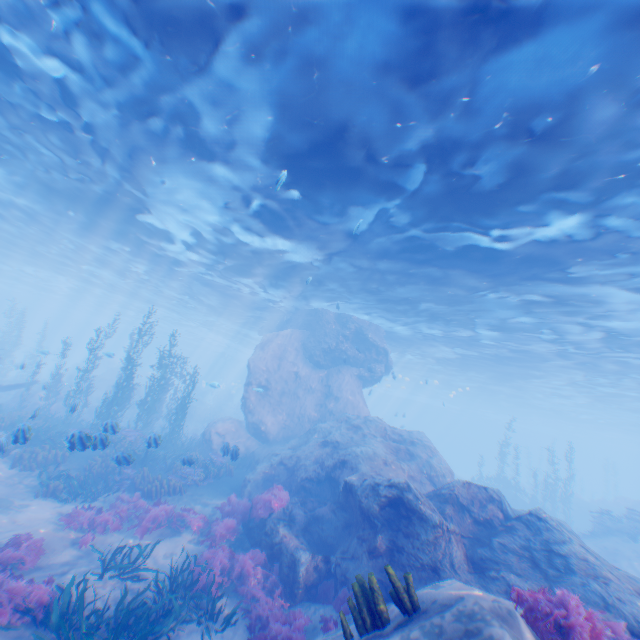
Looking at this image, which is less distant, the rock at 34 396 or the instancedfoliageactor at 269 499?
the instancedfoliageactor at 269 499

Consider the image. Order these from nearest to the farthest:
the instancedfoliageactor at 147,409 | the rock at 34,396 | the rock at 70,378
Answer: the instancedfoliageactor at 147,409 < the rock at 34,396 < the rock at 70,378

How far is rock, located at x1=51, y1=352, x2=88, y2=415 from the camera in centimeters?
2258cm

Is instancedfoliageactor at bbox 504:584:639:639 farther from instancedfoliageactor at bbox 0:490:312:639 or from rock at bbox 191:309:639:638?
instancedfoliageactor at bbox 0:490:312:639

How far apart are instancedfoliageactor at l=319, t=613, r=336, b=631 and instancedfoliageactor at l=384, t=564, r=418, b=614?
2.67m

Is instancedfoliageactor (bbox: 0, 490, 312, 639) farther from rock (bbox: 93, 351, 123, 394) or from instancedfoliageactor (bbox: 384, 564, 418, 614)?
instancedfoliageactor (bbox: 384, 564, 418, 614)

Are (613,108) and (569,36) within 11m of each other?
yes

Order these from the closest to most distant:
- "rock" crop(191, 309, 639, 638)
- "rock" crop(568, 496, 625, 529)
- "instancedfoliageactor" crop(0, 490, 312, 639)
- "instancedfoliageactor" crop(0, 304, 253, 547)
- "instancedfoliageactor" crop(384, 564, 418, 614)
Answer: "instancedfoliageactor" crop(384, 564, 418, 614) → "instancedfoliageactor" crop(0, 490, 312, 639) → "rock" crop(191, 309, 639, 638) → "instancedfoliageactor" crop(0, 304, 253, 547) → "rock" crop(568, 496, 625, 529)
